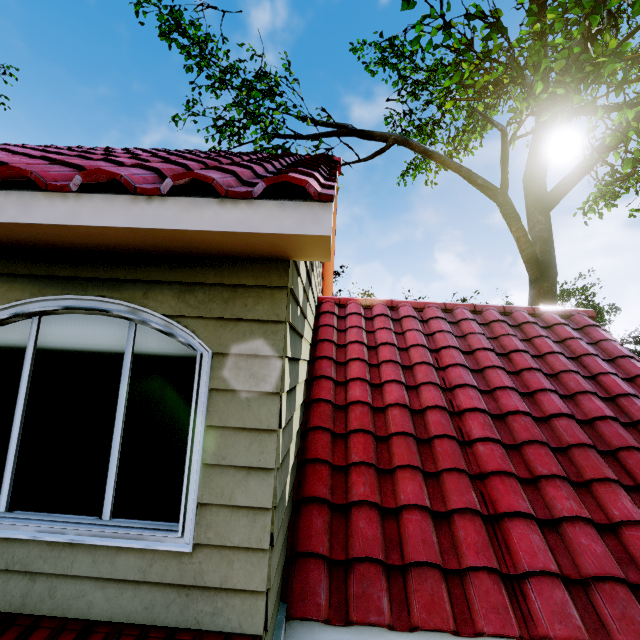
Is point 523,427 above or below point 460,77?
below
